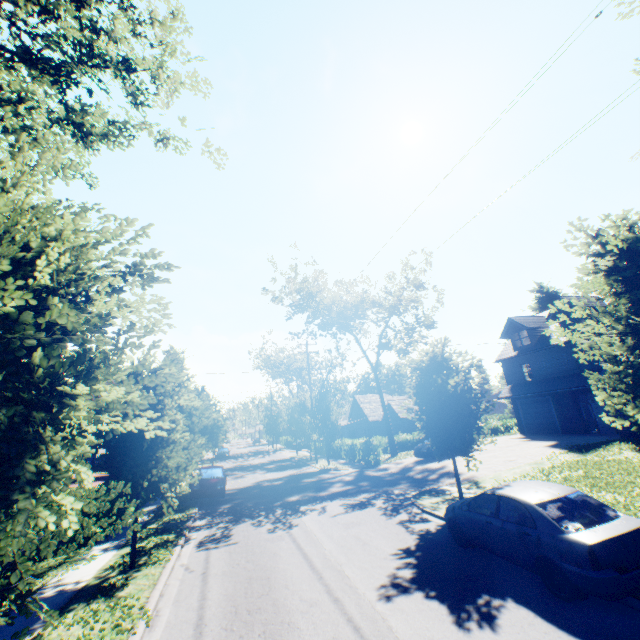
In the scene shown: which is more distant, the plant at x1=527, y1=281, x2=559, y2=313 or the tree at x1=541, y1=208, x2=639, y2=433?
the plant at x1=527, y1=281, x2=559, y2=313

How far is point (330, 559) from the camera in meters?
8.8

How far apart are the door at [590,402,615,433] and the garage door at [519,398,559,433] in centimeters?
301cm

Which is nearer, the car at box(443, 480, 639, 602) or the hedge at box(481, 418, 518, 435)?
the car at box(443, 480, 639, 602)

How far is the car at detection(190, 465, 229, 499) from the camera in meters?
18.0

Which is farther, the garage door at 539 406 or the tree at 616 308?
the garage door at 539 406

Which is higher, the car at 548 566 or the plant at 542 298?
the plant at 542 298

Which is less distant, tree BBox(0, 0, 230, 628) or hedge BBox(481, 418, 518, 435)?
tree BBox(0, 0, 230, 628)
